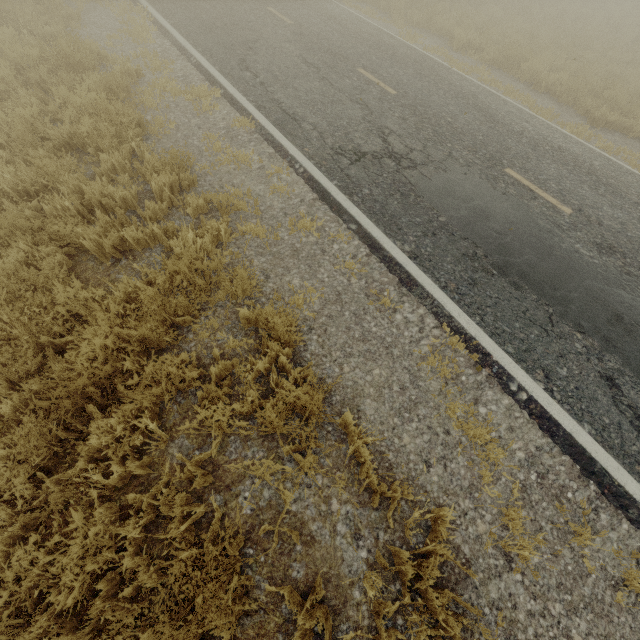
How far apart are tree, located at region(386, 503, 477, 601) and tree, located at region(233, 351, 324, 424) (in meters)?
1.44

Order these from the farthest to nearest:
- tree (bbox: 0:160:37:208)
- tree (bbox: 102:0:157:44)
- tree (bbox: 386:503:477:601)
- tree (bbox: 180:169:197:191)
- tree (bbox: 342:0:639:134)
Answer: tree (bbox: 342:0:639:134) < tree (bbox: 102:0:157:44) < tree (bbox: 180:169:197:191) < tree (bbox: 0:160:37:208) < tree (bbox: 386:503:477:601)

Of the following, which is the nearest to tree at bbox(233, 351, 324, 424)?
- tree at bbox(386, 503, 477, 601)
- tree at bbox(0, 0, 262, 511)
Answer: tree at bbox(386, 503, 477, 601)

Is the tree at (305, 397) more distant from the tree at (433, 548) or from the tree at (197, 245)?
the tree at (197, 245)

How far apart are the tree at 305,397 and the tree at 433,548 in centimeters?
144cm

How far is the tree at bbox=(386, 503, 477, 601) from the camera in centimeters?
250cm

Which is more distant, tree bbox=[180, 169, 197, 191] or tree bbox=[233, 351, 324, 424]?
tree bbox=[180, 169, 197, 191]

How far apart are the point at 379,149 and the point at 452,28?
9.9m
